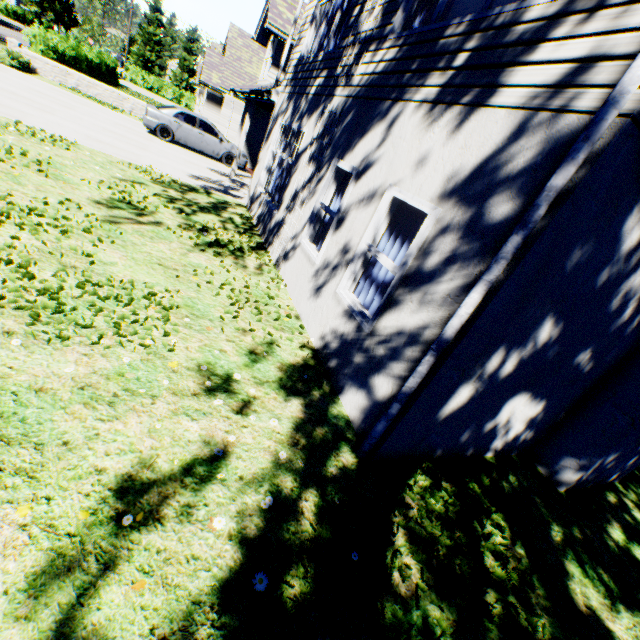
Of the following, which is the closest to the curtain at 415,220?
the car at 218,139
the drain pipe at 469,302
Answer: the drain pipe at 469,302

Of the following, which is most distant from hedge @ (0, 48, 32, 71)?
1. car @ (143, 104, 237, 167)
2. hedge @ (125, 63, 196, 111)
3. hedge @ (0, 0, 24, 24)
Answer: hedge @ (0, 0, 24, 24)

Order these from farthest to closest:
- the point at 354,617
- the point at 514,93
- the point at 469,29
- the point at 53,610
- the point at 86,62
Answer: the point at 86,62, the point at 469,29, the point at 514,93, the point at 354,617, the point at 53,610

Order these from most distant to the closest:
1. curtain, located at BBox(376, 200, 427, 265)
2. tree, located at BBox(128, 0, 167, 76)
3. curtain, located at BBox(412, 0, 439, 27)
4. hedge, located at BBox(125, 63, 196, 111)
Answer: tree, located at BBox(128, 0, 167, 76), hedge, located at BBox(125, 63, 196, 111), curtain, located at BBox(412, 0, 439, 27), curtain, located at BBox(376, 200, 427, 265)

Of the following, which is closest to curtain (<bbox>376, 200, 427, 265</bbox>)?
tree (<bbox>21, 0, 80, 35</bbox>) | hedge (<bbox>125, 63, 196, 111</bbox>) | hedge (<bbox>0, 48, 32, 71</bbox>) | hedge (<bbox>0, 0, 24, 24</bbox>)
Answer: tree (<bbox>21, 0, 80, 35</bbox>)

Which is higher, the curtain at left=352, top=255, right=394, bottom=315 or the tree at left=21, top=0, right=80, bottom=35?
the tree at left=21, top=0, right=80, bottom=35

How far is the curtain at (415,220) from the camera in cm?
397

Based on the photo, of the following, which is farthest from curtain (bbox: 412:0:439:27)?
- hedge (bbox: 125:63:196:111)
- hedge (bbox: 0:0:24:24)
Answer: hedge (bbox: 0:0:24:24)
